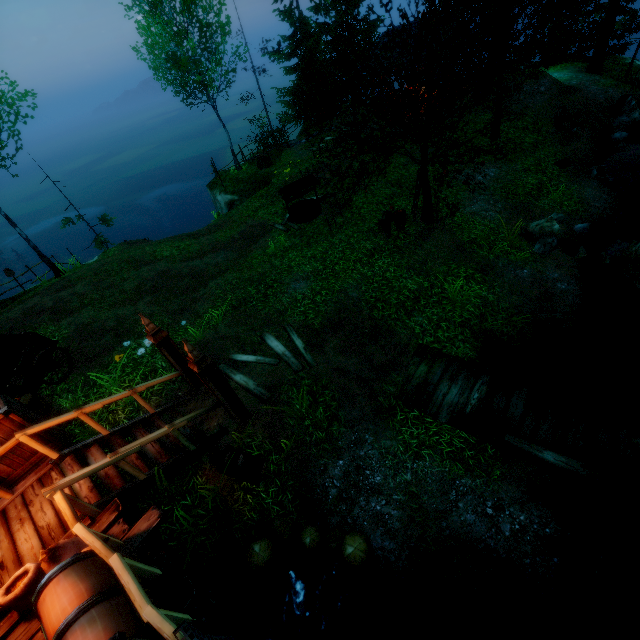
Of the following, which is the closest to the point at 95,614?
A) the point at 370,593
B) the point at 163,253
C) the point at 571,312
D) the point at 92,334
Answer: the point at 370,593

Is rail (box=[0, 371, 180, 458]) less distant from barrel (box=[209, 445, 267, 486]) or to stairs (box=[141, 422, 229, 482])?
stairs (box=[141, 422, 229, 482])

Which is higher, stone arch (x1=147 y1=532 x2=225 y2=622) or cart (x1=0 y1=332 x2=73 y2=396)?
cart (x1=0 y1=332 x2=73 y2=396)

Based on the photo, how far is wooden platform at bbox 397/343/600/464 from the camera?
6.3 meters

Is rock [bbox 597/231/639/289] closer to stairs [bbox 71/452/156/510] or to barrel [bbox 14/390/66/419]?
stairs [bbox 71/452/156/510]

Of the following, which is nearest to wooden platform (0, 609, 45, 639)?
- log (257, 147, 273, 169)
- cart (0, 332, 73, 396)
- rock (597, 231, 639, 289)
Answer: cart (0, 332, 73, 396)

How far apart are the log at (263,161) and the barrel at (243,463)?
19.09m

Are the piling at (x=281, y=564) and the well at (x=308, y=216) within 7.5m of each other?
no
